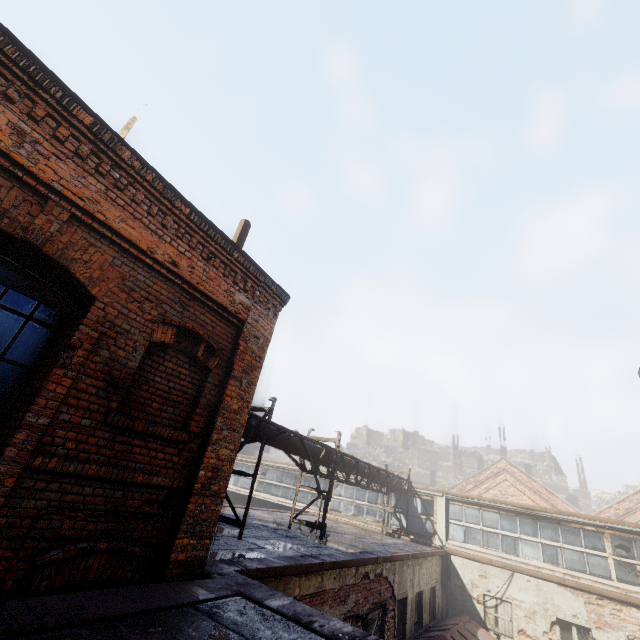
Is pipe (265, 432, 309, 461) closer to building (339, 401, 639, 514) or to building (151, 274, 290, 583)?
building (151, 274, 290, 583)

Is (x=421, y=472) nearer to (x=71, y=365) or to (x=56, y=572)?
(x=56, y=572)

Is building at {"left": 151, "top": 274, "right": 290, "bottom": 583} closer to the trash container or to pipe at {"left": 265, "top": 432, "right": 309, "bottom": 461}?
pipe at {"left": 265, "top": 432, "right": 309, "bottom": 461}

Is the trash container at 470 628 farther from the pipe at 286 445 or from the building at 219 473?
the building at 219 473

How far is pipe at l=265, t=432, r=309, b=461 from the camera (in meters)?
9.44

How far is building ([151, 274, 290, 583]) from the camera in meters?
4.1

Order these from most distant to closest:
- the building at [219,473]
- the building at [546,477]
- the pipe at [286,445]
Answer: the building at [546,477]
the pipe at [286,445]
the building at [219,473]
